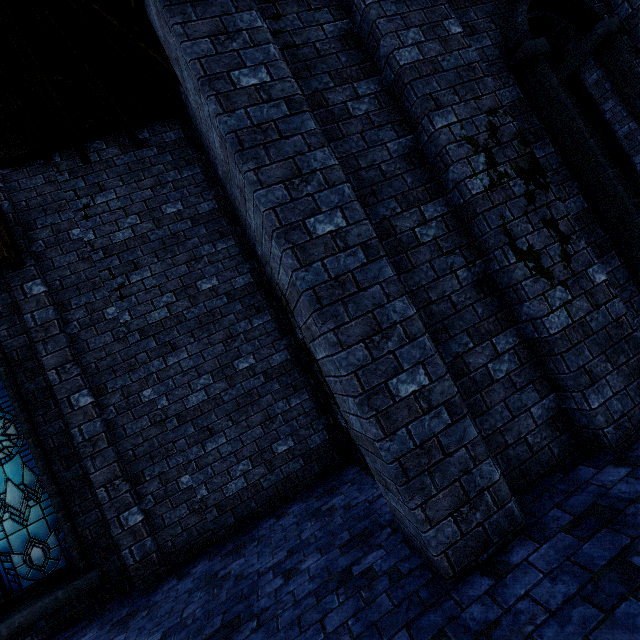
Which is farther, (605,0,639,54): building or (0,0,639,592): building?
A: (605,0,639,54): building

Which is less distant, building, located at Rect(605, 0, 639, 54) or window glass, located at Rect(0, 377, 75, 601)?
building, located at Rect(605, 0, 639, 54)

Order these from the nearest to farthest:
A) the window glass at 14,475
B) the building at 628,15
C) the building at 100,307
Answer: the building at 100,307
the building at 628,15
the window glass at 14,475

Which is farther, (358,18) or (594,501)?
(358,18)

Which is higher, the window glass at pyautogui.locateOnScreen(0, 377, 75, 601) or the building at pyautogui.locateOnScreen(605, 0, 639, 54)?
the building at pyautogui.locateOnScreen(605, 0, 639, 54)

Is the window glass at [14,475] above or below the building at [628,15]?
below

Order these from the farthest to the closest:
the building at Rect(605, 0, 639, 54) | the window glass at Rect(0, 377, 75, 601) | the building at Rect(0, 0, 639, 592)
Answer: the window glass at Rect(0, 377, 75, 601) → the building at Rect(605, 0, 639, 54) → the building at Rect(0, 0, 639, 592)
